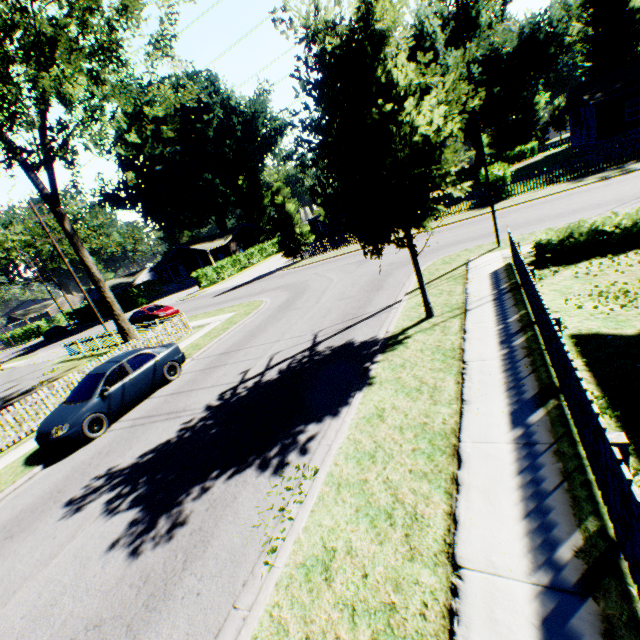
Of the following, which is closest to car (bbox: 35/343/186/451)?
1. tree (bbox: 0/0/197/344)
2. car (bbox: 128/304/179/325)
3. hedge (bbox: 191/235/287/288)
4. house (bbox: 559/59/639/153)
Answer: tree (bbox: 0/0/197/344)

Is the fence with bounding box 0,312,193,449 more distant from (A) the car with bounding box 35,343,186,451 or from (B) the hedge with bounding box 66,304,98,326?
(B) the hedge with bounding box 66,304,98,326

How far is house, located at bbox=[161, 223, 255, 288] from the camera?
50.97m

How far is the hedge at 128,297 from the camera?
46.4m

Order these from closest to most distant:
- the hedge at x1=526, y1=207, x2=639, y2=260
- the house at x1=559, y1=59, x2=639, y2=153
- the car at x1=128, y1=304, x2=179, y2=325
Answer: the hedge at x1=526, y1=207, x2=639, y2=260, the car at x1=128, y1=304, x2=179, y2=325, the house at x1=559, y1=59, x2=639, y2=153

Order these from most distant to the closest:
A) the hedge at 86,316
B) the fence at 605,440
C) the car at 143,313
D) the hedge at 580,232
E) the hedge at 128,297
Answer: the hedge at 86,316
the hedge at 128,297
the car at 143,313
the hedge at 580,232
the fence at 605,440

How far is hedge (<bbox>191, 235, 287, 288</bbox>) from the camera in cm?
4004

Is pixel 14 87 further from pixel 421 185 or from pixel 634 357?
pixel 634 357
